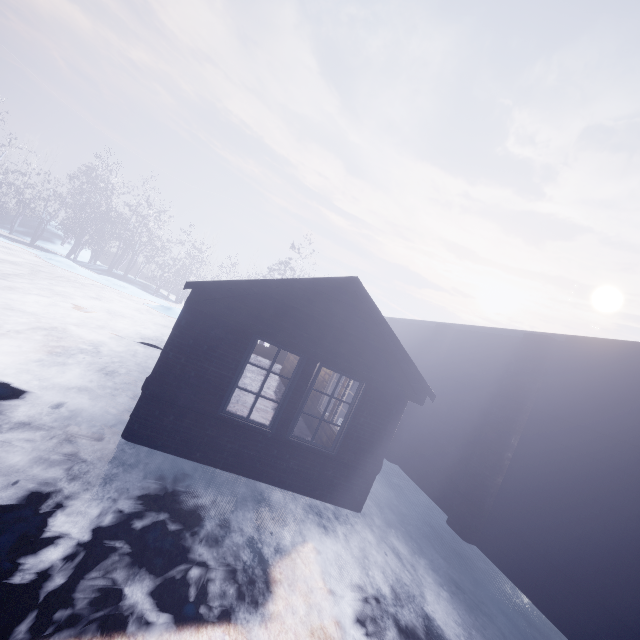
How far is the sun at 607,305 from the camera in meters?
52.8 m

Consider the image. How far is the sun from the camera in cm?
5278

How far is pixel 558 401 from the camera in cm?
600
